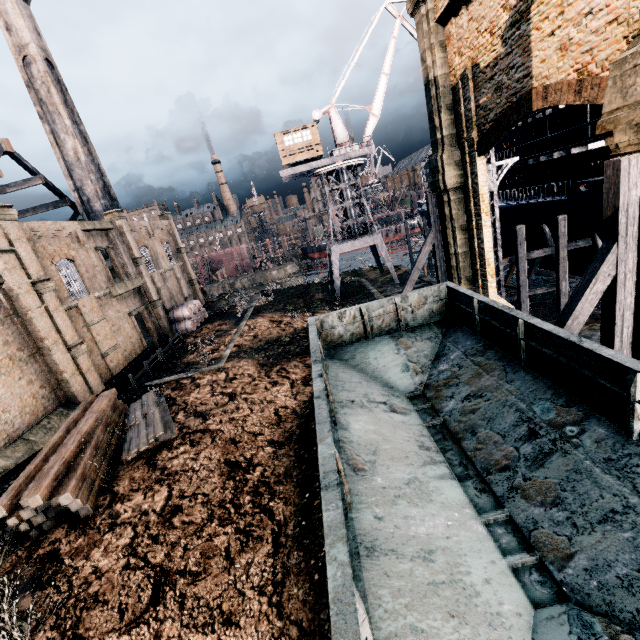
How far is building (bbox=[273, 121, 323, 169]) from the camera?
33.6m

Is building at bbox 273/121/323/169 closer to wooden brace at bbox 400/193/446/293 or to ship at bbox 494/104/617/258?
ship at bbox 494/104/617/258

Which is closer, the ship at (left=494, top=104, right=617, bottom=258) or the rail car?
the rail car

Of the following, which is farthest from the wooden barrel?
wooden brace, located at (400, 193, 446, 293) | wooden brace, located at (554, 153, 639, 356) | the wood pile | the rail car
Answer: wooden brace, located at (554, 153, 639, 356)

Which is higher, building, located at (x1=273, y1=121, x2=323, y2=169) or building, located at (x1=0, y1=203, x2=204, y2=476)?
building, located at (x1=273, y1=121, x2=323, y2=169)

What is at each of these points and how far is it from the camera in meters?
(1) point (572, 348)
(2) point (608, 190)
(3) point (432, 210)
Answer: (1) rail car, 6.0
(2) wooden brace, 8.1
(3) wooden brace, 19.5

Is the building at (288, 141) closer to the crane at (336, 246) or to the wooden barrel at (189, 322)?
the crane at (336, 246)

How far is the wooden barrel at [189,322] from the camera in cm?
3438
